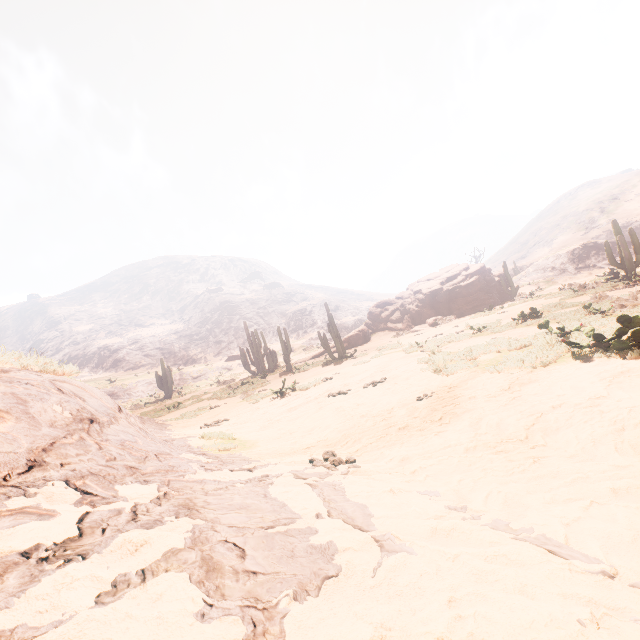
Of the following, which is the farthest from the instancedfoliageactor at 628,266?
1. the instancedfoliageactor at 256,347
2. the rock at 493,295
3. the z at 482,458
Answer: the instancedfoliageactor at 256,347

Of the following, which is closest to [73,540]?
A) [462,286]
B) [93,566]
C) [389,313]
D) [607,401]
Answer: [93,566]

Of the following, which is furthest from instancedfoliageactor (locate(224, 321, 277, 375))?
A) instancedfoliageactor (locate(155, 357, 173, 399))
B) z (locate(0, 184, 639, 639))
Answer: instancedfoliageactor (locate(155, 357, 173, 399))

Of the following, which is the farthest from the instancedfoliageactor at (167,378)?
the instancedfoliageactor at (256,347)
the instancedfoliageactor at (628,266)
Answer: the instancedfoliageactor at (628,266)

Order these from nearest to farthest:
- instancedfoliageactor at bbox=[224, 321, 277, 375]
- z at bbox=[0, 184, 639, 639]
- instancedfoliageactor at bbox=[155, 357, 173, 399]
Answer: z at bbox=[0, 184, 639, 639], instancedfoliageactor at bbox=[224, 321, 277, 375], instancedfoliageactor at bbox=[155, 357, 173, 399]

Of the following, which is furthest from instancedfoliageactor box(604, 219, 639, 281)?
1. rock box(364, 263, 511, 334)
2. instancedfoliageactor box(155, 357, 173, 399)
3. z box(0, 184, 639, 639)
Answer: instancedfoliageactor box(155, 357, 173, 399)

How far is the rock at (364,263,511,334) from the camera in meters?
27.0

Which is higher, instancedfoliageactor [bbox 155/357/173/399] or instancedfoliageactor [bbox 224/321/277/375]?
instancedfoliageactor [bbox 224/321/277/375]
